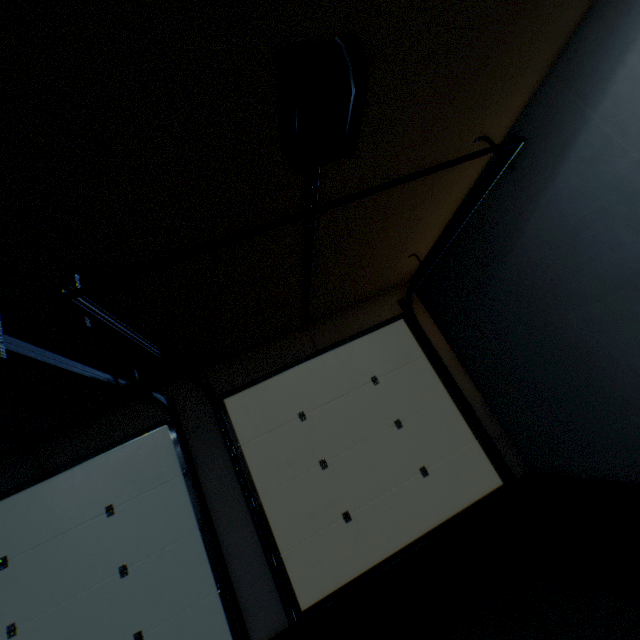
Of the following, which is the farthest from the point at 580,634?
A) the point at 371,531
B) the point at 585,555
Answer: the point at 371,531

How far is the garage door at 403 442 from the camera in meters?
1.3

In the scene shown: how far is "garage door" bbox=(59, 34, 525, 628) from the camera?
1.3 meters

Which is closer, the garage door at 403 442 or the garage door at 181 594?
the garage door at 403 442

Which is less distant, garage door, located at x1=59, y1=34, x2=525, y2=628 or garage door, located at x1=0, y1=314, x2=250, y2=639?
garage door, located at x1=59, y1=34, x2=525, y2=628
